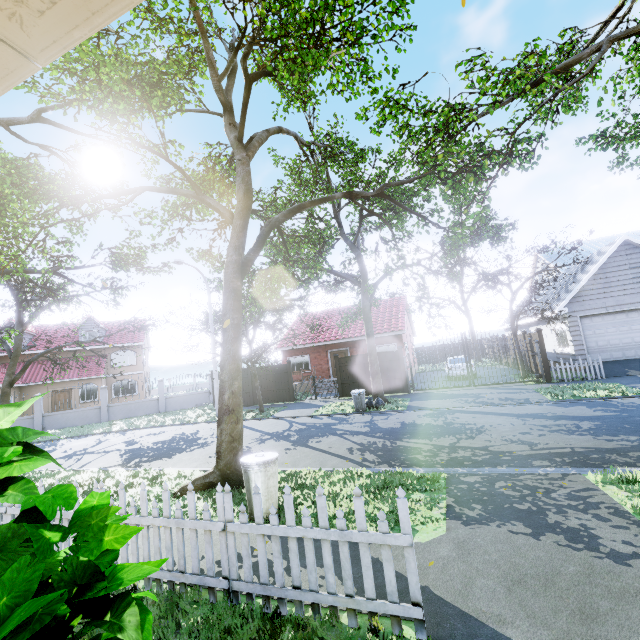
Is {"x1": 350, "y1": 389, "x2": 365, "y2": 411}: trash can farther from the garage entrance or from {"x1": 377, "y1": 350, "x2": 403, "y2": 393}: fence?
the garage entrance

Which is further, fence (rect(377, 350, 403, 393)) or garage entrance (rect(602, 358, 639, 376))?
fence (rect(377, 350, 403, 393))

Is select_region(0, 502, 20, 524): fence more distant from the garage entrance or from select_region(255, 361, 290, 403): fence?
the garage entrance

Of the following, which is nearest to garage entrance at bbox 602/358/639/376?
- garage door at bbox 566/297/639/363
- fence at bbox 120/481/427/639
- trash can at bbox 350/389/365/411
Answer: garage door at bbox 566/297/639/363

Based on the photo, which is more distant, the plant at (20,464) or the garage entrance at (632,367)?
the garage entrance at (632,367)

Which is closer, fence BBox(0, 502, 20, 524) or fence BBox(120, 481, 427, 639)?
fence BBox(120, 481, 427, 639)

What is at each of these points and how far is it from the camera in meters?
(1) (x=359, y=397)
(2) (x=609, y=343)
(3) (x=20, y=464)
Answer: (1) trash can, 14.6 m
(2) garage door, 16.3 m
(3) plant, 2.4 m

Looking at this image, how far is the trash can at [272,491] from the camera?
5.25m
